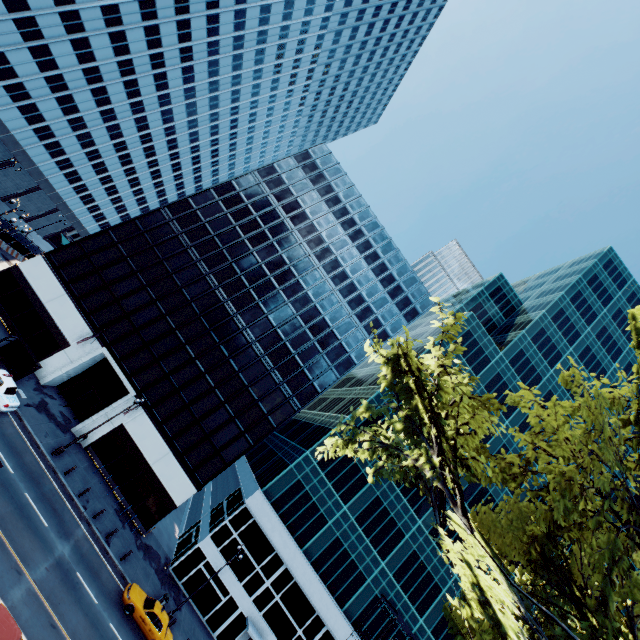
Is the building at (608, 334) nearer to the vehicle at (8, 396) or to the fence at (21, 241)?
the vehicle at (8, 396)

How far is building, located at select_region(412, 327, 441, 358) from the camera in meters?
46.9

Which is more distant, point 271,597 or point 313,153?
point 313,153

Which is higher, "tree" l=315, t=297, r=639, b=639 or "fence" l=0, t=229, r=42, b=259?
"tree" l=315, t=297, r=639, b=639

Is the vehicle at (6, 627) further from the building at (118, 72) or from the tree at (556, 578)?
the building at (118, 72)

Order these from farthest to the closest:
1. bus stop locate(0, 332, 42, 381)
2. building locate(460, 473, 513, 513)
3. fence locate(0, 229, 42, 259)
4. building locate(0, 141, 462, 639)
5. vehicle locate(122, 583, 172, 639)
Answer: fence locate(0, 229, 42, 259) < building locate(460, 473, 513, 513) < building locate(0, 141, 462, 639) < bus stop locate(0, 332, 42, 381) < vehicle locate(122, 583, 172, 639)

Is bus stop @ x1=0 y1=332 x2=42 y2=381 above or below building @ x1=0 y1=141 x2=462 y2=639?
below

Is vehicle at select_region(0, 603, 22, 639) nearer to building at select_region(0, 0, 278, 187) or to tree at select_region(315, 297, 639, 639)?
tree at select_region(315, 297, 639, 639)
